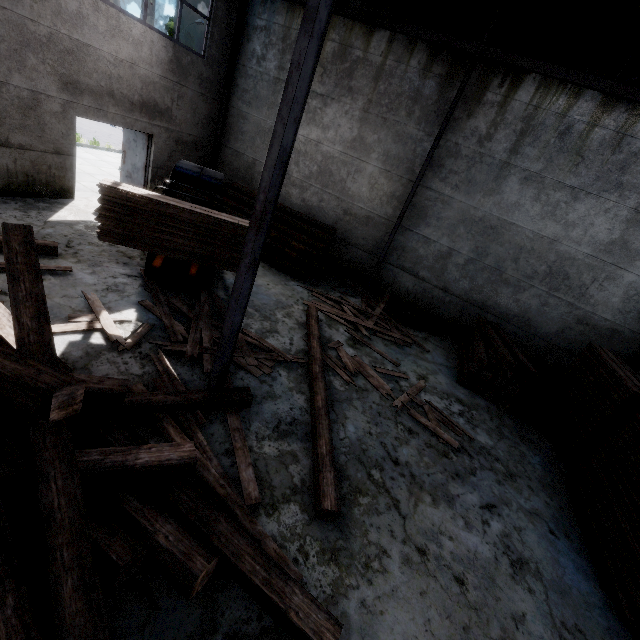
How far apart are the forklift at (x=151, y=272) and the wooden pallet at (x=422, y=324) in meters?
5.3

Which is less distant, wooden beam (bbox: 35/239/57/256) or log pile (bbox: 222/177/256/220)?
wooden beam (bbox: 35/239/57/256)

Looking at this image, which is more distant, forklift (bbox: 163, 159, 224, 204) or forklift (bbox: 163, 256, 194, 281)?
forklift (bbox: 163, 256, 194, 281)

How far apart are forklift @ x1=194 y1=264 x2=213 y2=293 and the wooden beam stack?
6.41m

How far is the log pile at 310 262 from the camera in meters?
10.1 m

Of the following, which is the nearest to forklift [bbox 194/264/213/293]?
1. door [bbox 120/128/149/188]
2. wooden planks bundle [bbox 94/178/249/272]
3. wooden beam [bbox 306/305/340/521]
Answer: wooden planks bundle [bbox 94/178/249/272]

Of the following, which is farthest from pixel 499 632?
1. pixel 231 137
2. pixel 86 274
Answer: pixel 231 137

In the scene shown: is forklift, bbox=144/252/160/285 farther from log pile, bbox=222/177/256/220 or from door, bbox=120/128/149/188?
door, bbox=120/128/149/188
